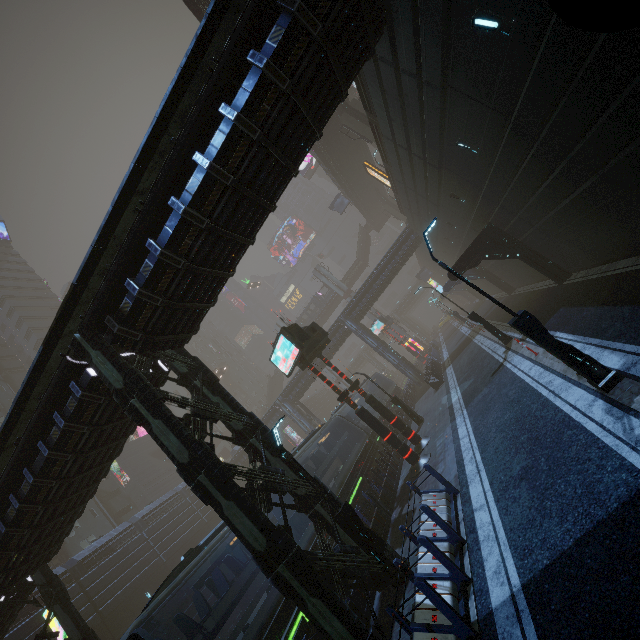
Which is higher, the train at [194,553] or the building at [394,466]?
the train at [194,553]

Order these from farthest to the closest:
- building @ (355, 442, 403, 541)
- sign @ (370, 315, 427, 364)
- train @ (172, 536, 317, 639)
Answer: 1. sign @ (370, 315, 427, 364)
2. building @ (355, 442, 403, 541)
3. train @ (172, 536, 317, 639)

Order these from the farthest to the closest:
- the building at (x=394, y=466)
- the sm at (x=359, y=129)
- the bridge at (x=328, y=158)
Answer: the bridge at (x=328, y=158) < the sm at (x=359, y=129) < the building at (x=394, y=466)

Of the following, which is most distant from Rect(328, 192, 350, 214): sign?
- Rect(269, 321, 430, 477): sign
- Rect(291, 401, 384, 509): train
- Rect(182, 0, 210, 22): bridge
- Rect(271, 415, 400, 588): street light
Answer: Rect(271, 415, 400, 588): street light

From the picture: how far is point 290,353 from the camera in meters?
16.6

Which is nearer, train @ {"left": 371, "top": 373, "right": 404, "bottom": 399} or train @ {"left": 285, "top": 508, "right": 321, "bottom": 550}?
train @ {"left": 285, "top": 508, "right": 321, "bottom": 550}

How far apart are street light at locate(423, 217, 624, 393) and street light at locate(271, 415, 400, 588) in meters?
6.6 m

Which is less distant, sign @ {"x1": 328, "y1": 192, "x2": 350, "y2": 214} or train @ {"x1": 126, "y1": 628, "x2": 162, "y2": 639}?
train @ {"x1": 126, "y1": 628, "x2": 162, "y2": 639}
